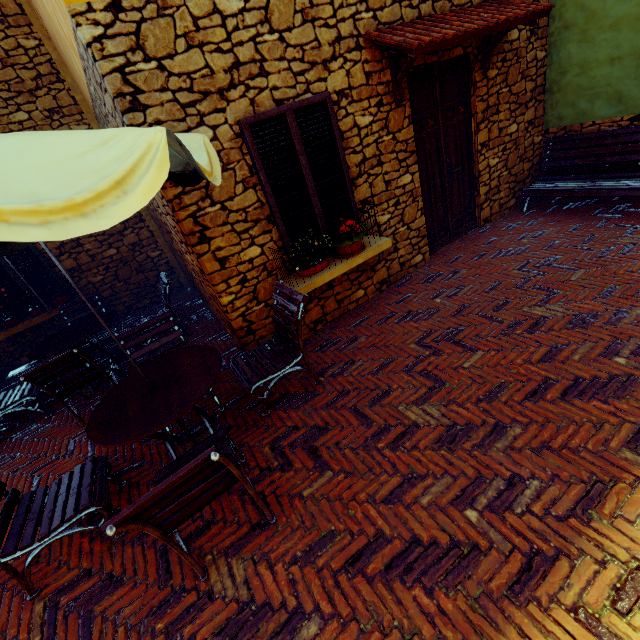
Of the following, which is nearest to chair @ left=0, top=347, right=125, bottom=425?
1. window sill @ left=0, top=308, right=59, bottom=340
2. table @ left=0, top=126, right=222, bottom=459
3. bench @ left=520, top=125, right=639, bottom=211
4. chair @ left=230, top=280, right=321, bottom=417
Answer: table @ left=0, top=126, right=222, bottom=459

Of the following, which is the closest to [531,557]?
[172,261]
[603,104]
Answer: [603,104]

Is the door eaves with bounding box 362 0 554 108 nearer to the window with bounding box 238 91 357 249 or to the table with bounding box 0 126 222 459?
the window with bounding box 238 91 357 249

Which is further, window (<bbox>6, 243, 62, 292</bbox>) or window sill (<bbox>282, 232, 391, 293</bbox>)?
window (<bbox>6, 243, 62, 292</bbox>)

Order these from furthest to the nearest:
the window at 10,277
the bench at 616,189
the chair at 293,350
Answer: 1. the window at 10,277
2. the bench at 616,189
3. the chair at 293,350

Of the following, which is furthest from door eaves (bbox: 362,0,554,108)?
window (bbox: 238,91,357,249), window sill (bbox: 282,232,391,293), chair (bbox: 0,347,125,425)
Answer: chair (bbox: 0,347,125,425)

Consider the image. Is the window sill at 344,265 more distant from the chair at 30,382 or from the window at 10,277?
the window at 10,277

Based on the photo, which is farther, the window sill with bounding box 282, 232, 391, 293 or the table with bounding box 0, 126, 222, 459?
the window sill with bounding box 282, 232, 391, 293
